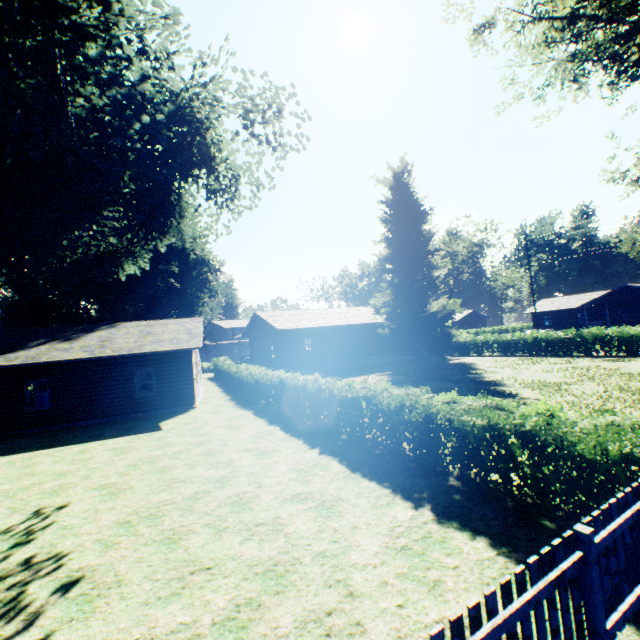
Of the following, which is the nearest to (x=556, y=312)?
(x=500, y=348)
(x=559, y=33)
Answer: (x=500, y=348)

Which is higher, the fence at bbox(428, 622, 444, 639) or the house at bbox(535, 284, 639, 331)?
the house at bbox(535, 284, 639, 331)

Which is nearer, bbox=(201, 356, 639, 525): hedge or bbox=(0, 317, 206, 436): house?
bbox=(201, 356, 639, 525): hedge

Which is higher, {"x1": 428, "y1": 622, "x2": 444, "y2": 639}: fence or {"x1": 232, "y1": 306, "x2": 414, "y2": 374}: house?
{"x1": 232, "y1": 306, "x2": 414, "y2": 374}: house

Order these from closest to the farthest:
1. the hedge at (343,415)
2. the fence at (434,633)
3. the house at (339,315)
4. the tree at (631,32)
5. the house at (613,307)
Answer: the fence at (434,633)
the hedge at (343,415)
the tree at (631,32)
the house at (339,315)
the house at (613,307)

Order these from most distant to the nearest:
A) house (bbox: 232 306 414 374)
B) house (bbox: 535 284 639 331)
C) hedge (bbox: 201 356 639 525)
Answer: house (bbox: 535 284 639 331) < house (bbox: 232 306 414 374) < hedge (bbox: 201 356 639 525)

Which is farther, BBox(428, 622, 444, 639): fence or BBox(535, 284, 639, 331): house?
BBox(535, 284, 639, 331): house

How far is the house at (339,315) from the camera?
29.0m
